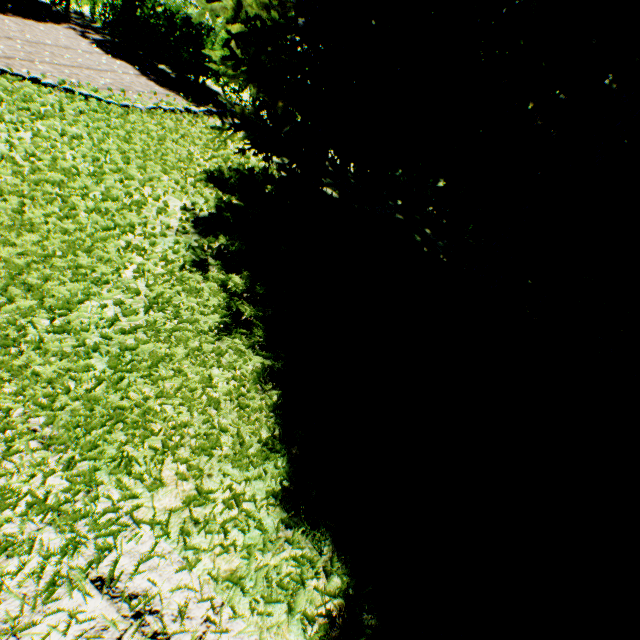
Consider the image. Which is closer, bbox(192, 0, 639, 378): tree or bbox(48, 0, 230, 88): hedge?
bbox(192, 0, 639, 378): tree

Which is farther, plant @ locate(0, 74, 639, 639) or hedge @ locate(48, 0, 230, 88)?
hedge @ locate(48, 0, 230, 88)

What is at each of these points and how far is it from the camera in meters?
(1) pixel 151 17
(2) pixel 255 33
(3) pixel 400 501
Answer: (1) hedge, 9.4
(2) tree, 4.5
(3) plant, 2.7

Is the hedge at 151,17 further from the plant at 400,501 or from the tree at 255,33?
the plant at 400,501

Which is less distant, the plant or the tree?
the plant

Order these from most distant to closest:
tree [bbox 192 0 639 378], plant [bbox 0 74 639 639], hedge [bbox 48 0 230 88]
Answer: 1. hedge [bbox 48 0 230 88]
2. tree [bbox 192 0 639 378]
3. plant [bbox 0 74 639 639]

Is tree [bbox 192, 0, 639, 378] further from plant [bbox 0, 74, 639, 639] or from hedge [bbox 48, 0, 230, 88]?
plant [bbox 0, 74, 639, 639]
